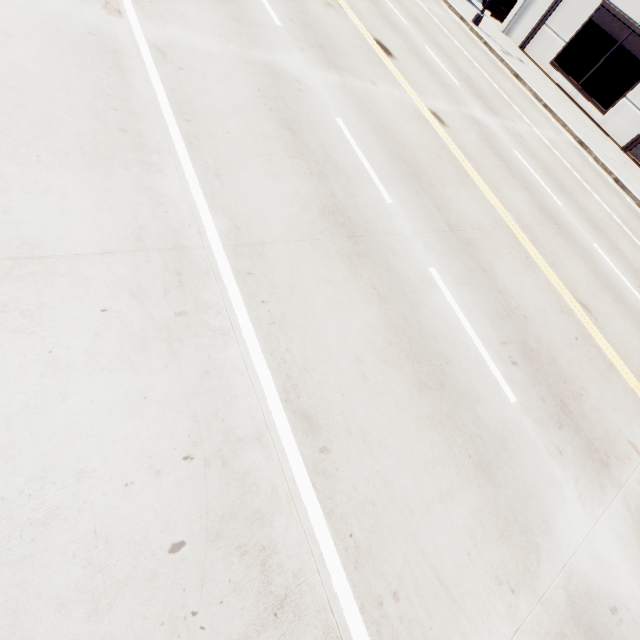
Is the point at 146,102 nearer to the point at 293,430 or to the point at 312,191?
the point at 312,191
